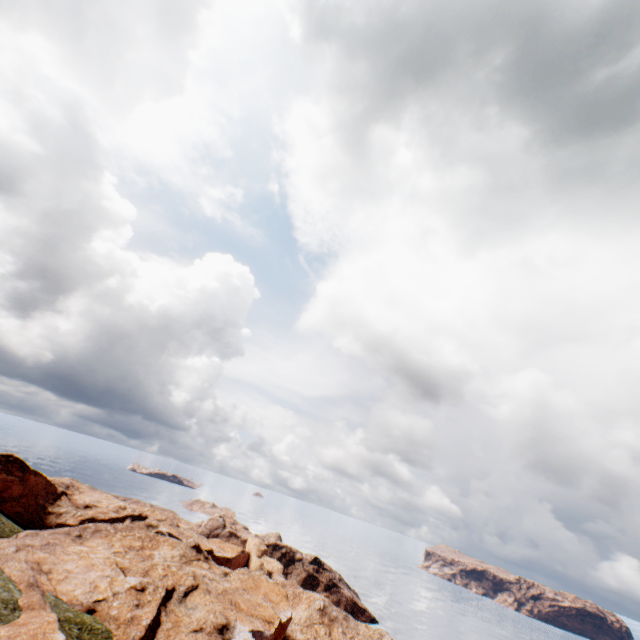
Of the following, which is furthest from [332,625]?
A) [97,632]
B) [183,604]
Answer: [97,632]
